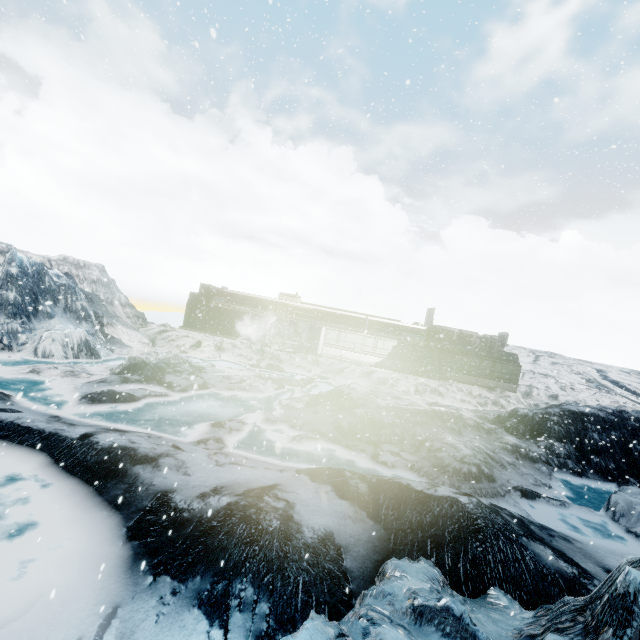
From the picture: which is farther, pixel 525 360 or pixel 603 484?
pixel 525 360
